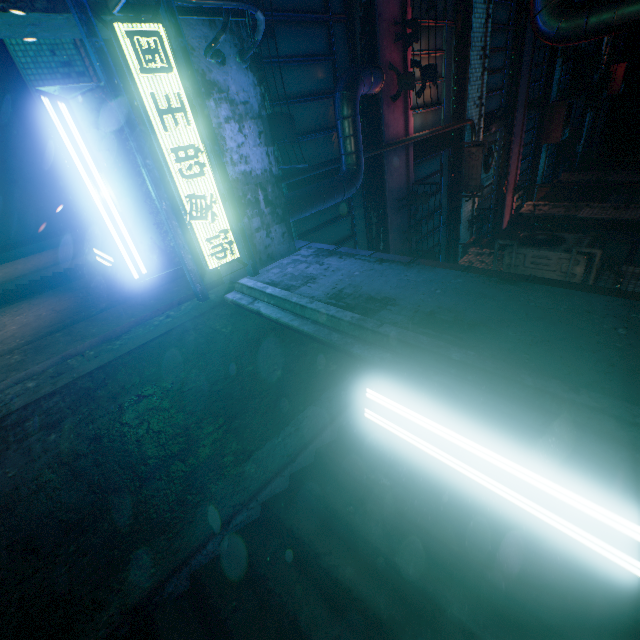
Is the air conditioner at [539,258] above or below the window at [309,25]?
above

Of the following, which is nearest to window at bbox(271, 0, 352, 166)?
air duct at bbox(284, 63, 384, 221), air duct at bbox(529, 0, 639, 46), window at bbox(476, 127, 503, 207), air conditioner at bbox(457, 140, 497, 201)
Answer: air duct at bbox(284, 63, 384, 221)

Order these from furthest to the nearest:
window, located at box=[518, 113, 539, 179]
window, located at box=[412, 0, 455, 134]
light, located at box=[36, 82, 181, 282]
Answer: window, located at box=[518, 113, 539, 179] < window, located at box=[412, 0, 455, 134] < light, located at box=[36, 82, 181, 282]

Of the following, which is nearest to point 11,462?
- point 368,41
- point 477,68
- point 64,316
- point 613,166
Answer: point 64,316

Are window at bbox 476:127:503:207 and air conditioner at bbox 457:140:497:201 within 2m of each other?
yes

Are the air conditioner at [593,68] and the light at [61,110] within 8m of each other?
no

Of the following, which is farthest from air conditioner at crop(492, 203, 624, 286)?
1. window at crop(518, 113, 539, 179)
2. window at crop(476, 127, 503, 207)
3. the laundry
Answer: window at crop(518, 113, 539, 179)

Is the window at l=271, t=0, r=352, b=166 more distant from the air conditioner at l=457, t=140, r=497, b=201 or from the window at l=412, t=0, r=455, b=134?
the air conditioner at l=457, t=140, r=497, b=201
